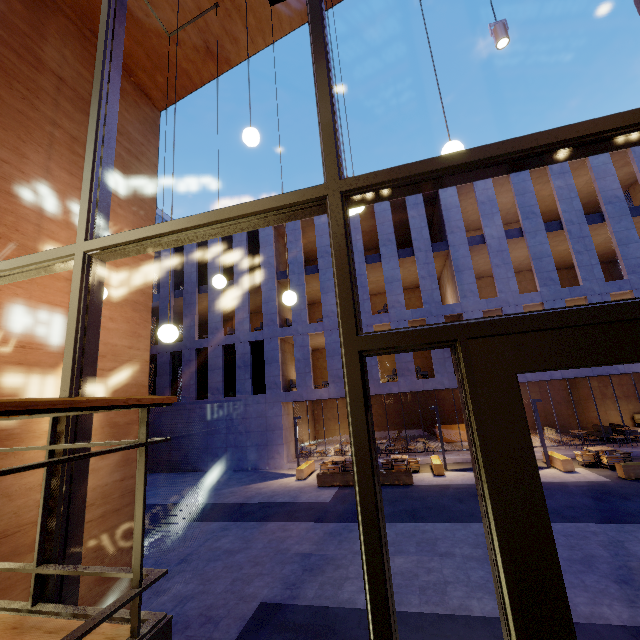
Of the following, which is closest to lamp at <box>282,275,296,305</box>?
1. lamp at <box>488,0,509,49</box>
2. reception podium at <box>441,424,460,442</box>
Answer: lamp at <box>488,0,509,49</box>

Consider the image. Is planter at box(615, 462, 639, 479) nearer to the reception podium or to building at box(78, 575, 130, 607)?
the reception podium

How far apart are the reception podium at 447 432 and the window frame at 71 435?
22.0m

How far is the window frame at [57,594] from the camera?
1.92m

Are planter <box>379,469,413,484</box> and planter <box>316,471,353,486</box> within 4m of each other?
yes

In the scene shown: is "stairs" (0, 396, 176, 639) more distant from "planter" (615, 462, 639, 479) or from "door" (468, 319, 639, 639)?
"planter" (615, 462, 639, 479)

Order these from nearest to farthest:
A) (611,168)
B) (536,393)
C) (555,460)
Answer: (555,460), (611,168), (536,393)

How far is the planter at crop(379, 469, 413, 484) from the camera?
13.18m
